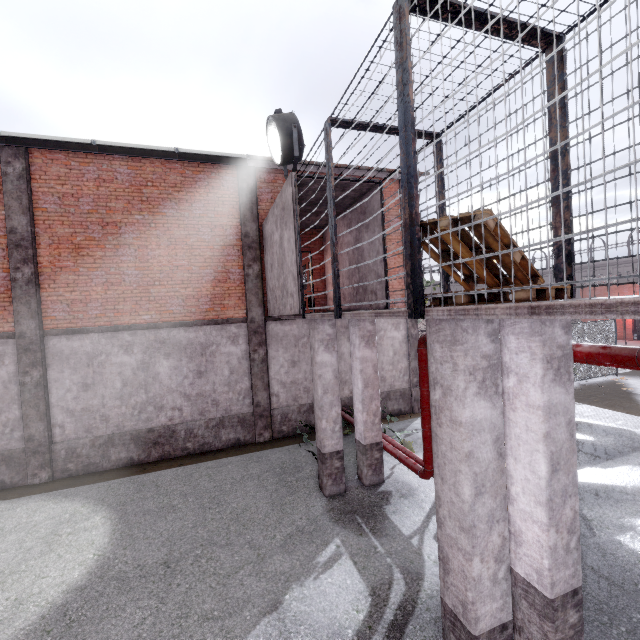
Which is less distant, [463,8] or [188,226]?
[463,8]

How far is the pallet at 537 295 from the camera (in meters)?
2.51

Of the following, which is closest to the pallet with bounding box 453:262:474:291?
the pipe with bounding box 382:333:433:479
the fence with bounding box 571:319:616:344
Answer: the pipe with bounding box 382:333:433:479

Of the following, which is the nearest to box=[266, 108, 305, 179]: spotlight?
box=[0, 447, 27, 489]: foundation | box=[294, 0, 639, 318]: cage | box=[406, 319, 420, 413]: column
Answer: box=[294, 0, 639, 318]: cage

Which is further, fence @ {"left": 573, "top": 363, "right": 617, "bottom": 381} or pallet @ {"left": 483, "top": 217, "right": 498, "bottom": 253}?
fence @ {"left": 573, "top": 363, "right": 617, "bottom": 381}

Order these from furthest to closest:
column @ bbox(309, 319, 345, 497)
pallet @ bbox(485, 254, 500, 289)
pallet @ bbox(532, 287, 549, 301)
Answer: column @ bbox(309, 319, 345, 497) → pallet @ bbox(485, 254, 500, 289) → pallet @ bbox(532, 287, 549, 301)

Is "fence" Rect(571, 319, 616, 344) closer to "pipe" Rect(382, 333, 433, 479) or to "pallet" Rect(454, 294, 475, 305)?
"pipe" Rect(382, 333, 433, 479)
